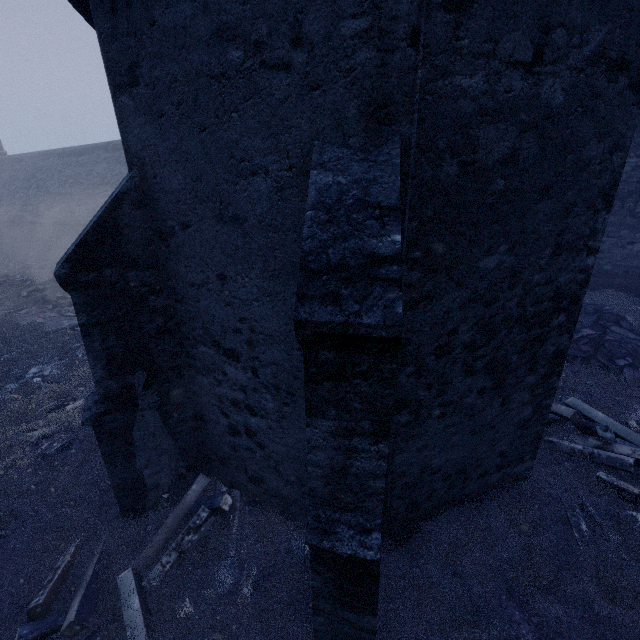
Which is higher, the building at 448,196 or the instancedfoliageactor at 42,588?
the building at 448,196

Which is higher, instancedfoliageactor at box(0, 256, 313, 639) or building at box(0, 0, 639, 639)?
building at box(0, 0, 639, 639)

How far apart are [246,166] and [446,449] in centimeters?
411cm

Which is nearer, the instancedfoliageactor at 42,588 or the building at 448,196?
the building at 448,196

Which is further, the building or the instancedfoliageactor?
the instancedfoliageactor
